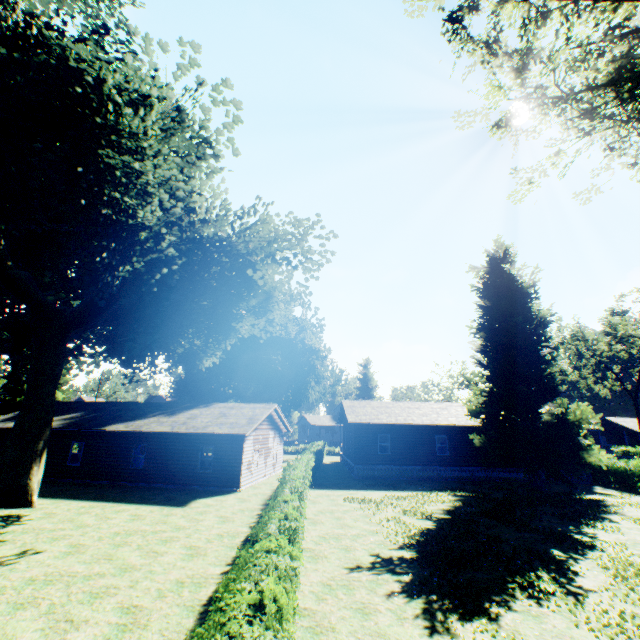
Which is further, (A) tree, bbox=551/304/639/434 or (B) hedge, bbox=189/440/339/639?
(A) tree, bbox=551/304/639/434

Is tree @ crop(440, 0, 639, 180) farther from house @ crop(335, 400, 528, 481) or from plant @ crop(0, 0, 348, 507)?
house @ crop(335, 400, 528, 481)

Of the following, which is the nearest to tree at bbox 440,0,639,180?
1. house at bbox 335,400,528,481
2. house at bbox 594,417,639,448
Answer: house at bbox 335,400,528,481

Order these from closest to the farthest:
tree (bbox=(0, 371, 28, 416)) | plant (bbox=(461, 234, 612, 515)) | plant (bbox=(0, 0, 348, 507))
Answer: plant (bbox=(0, 0, 348, 507)) < plant (bbox=(461, 234, 612, 515)) < tree (bbox=(0, 371, 28, 416))

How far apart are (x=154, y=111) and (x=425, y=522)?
21.3m

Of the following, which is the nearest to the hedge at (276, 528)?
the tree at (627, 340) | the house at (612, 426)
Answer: the tree at (627, 340)

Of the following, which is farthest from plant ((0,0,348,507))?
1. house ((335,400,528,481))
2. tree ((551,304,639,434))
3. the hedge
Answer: tree ((551,304,639,434))

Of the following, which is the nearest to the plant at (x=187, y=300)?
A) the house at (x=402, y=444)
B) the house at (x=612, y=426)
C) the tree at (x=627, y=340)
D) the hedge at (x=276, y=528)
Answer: the house at (x=402, y=444)
